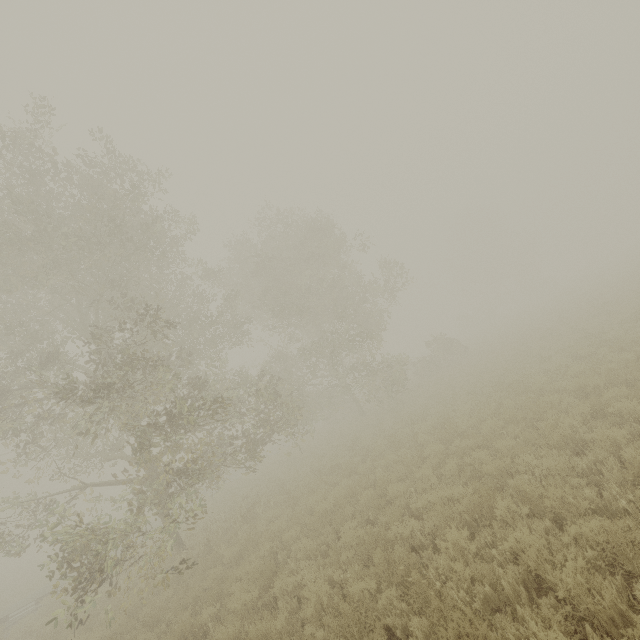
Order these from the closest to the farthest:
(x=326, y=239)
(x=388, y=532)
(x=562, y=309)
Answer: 1. (x=388, y=532)
2. (x=326, y=239)
3. (x=562, y=309)
